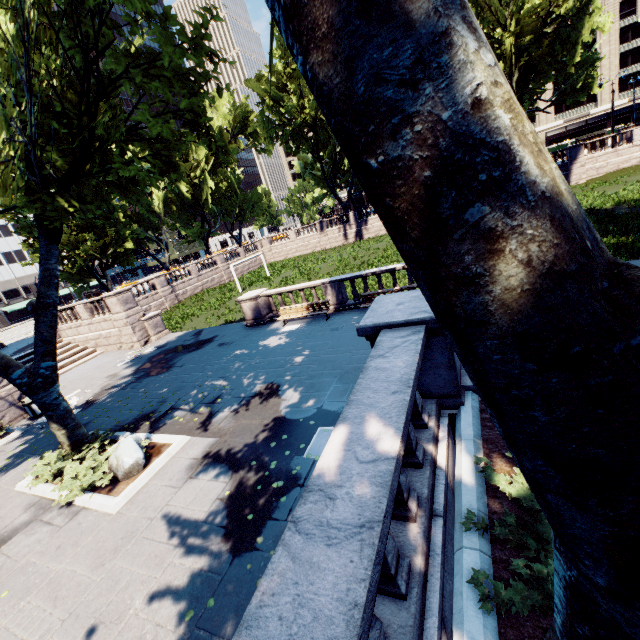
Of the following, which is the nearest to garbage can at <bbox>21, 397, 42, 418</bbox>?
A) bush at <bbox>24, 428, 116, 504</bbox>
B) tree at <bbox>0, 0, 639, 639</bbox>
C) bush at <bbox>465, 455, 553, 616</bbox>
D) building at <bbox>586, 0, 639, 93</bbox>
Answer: bush at <bbox>24, 428, 116, 504</bbox>

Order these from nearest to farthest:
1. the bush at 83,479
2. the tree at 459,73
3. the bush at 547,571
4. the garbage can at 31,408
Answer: the tree at 459,73 < the bush at 547,571 < the bush at 83,479 < the garbage can at 31,408

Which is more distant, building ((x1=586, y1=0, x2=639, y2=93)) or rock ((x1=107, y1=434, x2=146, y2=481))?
building ((x1=586, y1=0, x2=639, y2=93))

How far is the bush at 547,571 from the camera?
2.4 meters

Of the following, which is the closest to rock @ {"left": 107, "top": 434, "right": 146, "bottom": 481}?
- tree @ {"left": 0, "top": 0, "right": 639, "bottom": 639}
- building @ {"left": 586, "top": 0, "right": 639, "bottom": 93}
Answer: tree @ {"left": 0, "top": 0, "right": 639, "bottom": 639}

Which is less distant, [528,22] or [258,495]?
[258,495]

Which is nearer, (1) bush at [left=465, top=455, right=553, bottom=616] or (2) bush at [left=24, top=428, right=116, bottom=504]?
(1) bush at [left=465, top=455, right=553, bottom=616]

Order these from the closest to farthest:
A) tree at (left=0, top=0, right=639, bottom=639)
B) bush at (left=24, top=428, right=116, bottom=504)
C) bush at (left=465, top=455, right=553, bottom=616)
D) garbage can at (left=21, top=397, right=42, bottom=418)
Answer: tree at (left=0, top=0, right=639, bottom=639) < bush at (left=465, top=455, right=553, bottom=616) < bush at (left=24, top=428, right=116, bottom=504) < garbage can at (left=21, top=397, right=42, bottom=418)
